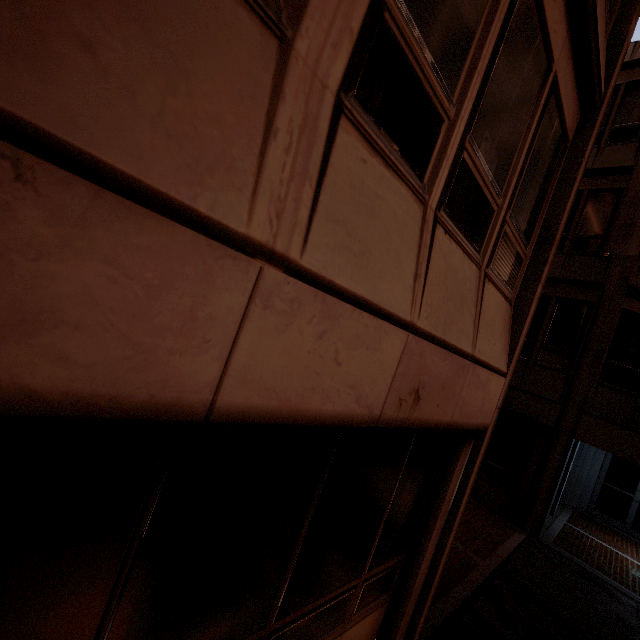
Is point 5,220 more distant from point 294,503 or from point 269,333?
point 294,503
